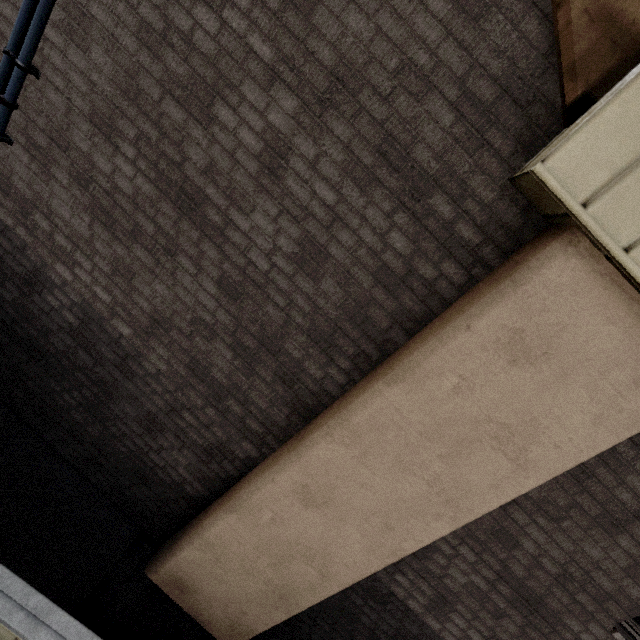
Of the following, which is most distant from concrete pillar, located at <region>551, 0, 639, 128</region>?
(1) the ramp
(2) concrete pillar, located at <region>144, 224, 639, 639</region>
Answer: (1) the ramp

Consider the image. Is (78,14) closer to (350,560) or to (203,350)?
(203,350)

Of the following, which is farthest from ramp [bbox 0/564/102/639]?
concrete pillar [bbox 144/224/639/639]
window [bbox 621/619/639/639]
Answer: window [bbox 621/619/639/639]

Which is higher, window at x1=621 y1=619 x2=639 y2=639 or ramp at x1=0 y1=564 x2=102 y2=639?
window at x1=621 y1=619 x2=639 y2=639

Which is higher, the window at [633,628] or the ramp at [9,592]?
the window at [633,628]

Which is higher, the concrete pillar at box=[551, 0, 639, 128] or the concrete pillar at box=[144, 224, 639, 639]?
the concrete pillar at box=[551, 0, 639, 128]

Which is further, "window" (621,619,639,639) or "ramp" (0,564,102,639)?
"window" (621,619,639,639)

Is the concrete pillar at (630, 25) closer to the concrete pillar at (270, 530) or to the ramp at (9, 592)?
the concrete pillar at (270, 530)
